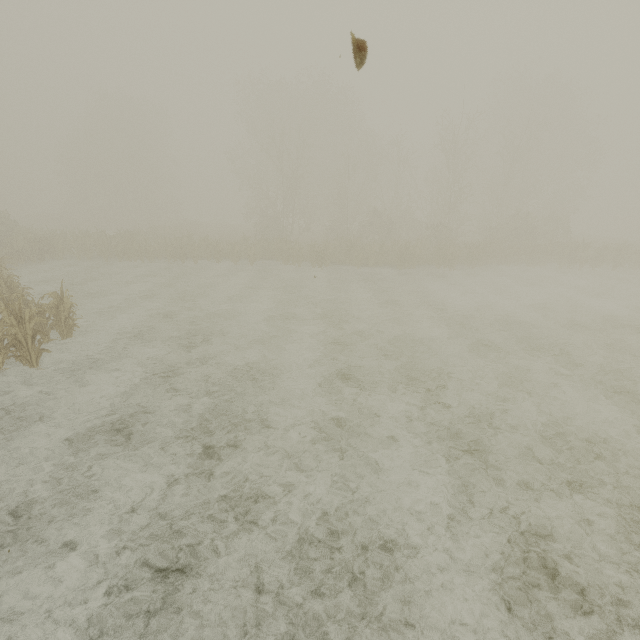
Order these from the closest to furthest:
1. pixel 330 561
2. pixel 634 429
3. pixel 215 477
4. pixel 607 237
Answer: pixel 330 561 < pixel 215 477 < pixel 634 429 < pixel 607 237
